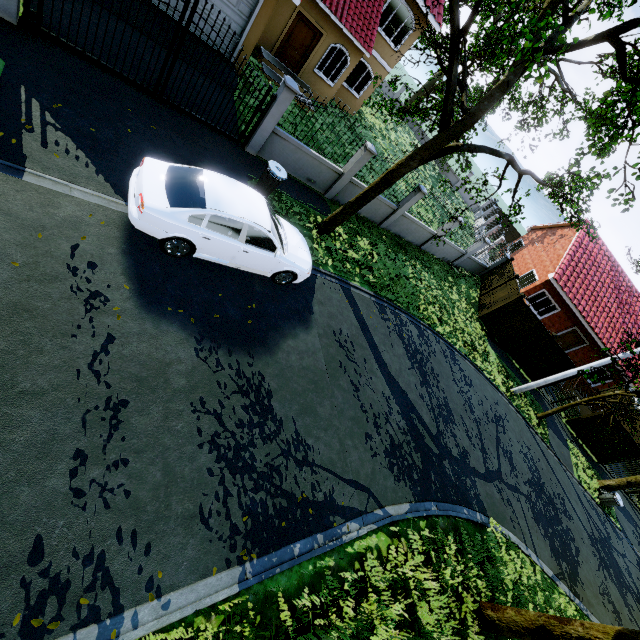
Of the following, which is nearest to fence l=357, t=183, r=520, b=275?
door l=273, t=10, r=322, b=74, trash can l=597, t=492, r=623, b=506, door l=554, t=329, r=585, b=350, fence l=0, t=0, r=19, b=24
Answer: fence l=0, t=0, r=19, b=24

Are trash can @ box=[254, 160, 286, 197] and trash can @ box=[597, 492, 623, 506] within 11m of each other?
no

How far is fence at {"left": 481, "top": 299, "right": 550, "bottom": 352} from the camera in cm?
1748

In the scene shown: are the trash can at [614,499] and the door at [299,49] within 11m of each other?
no

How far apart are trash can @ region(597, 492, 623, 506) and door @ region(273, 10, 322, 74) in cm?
2753

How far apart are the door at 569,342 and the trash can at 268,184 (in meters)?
23.01

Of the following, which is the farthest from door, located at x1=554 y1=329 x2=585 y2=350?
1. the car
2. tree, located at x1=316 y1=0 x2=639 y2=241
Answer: the car

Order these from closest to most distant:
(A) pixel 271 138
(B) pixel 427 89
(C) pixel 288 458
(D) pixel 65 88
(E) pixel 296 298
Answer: (C) pixel 288 458 < (D) pixel 65 88 < (E) pixel 296 298 < (A) pixel 271 138 < (B) pixel 427 89
